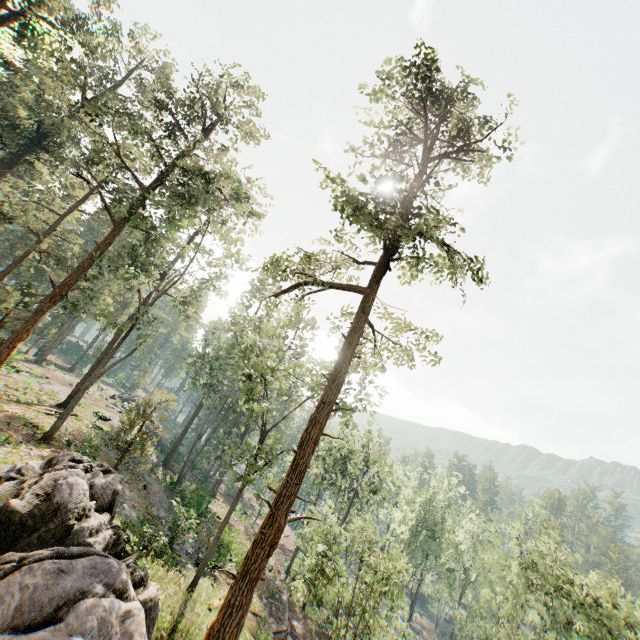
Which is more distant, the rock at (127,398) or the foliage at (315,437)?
the rock at (127,398)

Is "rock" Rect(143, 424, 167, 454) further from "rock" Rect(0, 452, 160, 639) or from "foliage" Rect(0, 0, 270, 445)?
"rock" Rect(0, 452, 160, 639)

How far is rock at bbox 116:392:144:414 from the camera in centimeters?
5028cm

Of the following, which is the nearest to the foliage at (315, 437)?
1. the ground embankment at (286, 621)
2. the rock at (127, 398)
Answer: the rock at (127, 398)

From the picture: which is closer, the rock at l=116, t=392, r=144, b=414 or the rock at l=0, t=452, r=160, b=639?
the rock at l=0, t=452, r=160, b=639

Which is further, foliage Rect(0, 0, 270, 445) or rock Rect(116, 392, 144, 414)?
rock Rect(116, 392, 144, 414)

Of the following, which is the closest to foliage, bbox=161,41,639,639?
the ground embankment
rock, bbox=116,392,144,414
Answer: rock, bbox=116,392,144,414

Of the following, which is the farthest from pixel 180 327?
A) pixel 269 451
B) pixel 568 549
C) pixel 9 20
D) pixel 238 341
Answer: pixel 568 549
